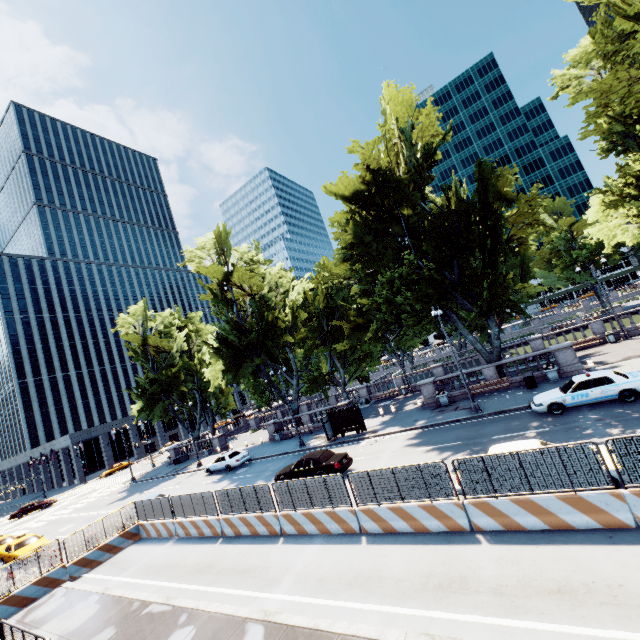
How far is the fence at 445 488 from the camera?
10.6m

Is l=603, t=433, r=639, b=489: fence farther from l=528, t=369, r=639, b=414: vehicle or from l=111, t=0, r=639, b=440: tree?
l=111, t=0, r=639, b=440: tree

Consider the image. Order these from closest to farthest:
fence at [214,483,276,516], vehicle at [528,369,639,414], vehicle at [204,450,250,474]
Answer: fence at [214,483,276,516] → vehicle at [528,369,639,414] → vehicle at [204,450,250,474]

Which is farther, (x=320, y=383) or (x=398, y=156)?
(x=320, y=383)

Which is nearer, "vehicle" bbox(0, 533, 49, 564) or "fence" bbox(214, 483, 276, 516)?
"fence" bbox(214, 483, 276, 516)

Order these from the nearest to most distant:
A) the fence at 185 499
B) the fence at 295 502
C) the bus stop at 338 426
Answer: the fence at 295 502 < the fence at 185 499 < the bus stop at 338 426

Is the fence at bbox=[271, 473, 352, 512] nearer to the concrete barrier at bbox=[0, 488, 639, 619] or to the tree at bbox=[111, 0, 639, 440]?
the concrete barrier at bbox=[0, 488, 639, 619]

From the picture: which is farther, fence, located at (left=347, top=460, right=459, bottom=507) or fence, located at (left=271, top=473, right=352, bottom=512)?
fence, located at (left=271, top=473, right=352, bottom=512)
